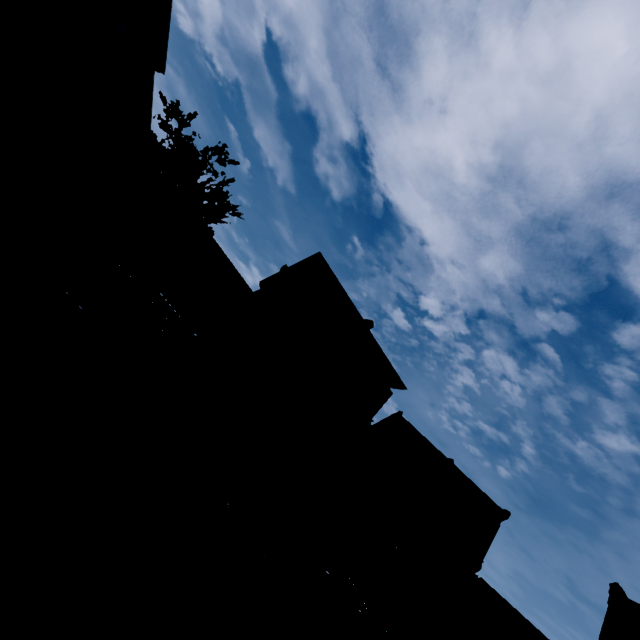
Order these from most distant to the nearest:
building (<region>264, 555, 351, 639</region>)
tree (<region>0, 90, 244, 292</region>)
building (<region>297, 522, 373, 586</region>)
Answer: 1. building (<region>297, 522, 373, 586</region>)
2. building (<region>264, 555, 351, 639</region>)
3. tree (<region>0, 90, 244, 292</region>)

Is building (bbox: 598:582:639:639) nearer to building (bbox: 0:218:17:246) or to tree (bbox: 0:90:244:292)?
tree (bbox: 0:90:244:292)

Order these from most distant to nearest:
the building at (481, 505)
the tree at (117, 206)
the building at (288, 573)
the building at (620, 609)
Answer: the building at (481, 505)
the building at (620, 609)
the building at (288, 573)
the tree at (117, 206)

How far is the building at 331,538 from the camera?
19.1m

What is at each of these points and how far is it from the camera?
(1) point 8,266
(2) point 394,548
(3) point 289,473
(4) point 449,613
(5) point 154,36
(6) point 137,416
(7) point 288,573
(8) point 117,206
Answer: (1) building, 13.1m
(2) tree, 18.4m
(3) building, 19.4m
(4) building, 20.4m
(5) building, 17.8m
(6) building, 15.3m
(7) building, 18.3m
(8) tree, 9.4m

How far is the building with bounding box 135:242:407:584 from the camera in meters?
16.6 m
